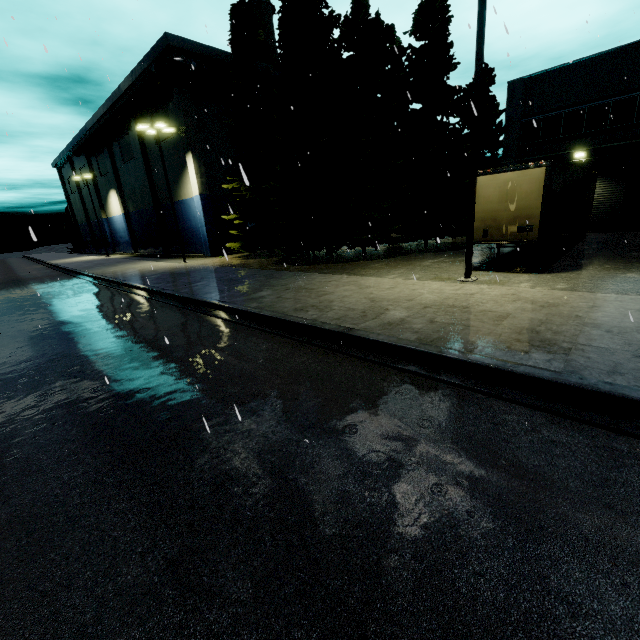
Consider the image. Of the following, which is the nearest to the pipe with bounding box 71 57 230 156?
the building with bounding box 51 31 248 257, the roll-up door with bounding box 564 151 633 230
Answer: the building with bounding box 51 31 248 257

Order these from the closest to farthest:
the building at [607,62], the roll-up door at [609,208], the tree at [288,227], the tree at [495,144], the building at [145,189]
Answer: the tree at [288,227] < the building at [607,62] < the roll-up door at [609,208] < the tree at [495,144] < the building at [145,189]

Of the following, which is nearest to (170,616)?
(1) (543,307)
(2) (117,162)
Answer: (1) (543,307)

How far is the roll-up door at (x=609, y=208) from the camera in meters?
19.5

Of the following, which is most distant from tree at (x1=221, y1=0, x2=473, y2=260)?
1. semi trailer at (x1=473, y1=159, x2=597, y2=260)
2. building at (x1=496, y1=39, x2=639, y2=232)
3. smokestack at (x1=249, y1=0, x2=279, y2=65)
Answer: semi trailer at (x1=473, y1=159, x2=597, y2=260)

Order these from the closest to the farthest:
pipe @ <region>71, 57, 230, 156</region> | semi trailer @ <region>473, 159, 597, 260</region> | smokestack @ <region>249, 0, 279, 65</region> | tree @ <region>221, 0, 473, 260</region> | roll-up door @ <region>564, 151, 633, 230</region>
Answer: semi trailer @ <region>473, 159, 597, 260</region>, tree @ <region>221, 0, 473, 260</region>, roll-up door @ <region>564, 151, 633, 230</region>, pipe @ <region>71, 57, 230, 156</region>, smokestack @ <region>249, 0, 279, 65</region>

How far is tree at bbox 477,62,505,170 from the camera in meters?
24.2 m

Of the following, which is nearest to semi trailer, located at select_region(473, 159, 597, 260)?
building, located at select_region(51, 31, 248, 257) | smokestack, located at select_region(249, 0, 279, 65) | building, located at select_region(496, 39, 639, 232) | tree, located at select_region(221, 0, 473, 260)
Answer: building, located at select_region(496, 39, 639, 232)
